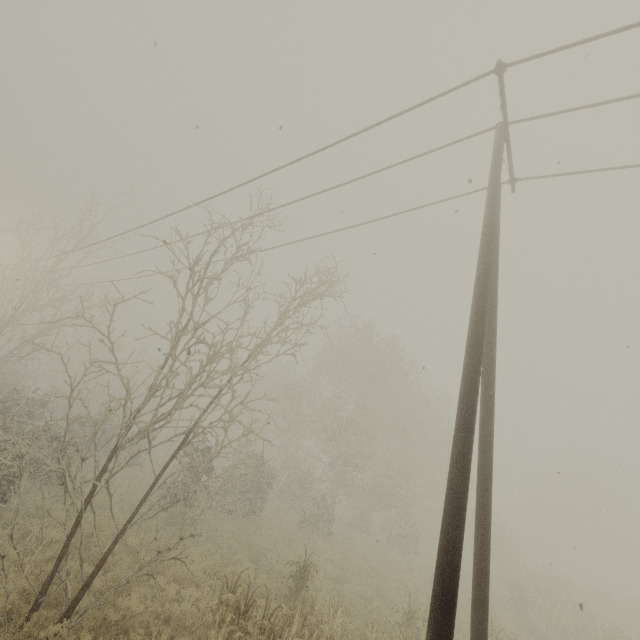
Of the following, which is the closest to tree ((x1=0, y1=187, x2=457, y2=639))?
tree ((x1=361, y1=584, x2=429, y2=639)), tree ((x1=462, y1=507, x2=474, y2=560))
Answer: tree ((x1=361, y1=584, x2=429, y2=639))

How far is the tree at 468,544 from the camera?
29.8 meters

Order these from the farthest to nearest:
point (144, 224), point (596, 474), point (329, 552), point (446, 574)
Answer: point (596, 474) < point (329, 552) < point (144, 224) < point (446, 574)

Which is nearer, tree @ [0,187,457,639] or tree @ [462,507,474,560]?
tree @ [0,187,457,639]

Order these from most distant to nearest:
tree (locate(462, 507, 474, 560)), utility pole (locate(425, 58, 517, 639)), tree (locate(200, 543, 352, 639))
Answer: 1. tree (locate(462, 507, 474, 560))
2. tree (locate(200, 543, 352, 639))
3. utility pole (locate(425, 58, 517, 639))

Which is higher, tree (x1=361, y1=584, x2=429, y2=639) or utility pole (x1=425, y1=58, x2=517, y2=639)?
utility pole (x1=425, y1=58, x2=517, y2=639)

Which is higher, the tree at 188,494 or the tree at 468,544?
the tree at 188,494

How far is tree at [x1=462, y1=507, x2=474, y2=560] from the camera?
29.8 meters
